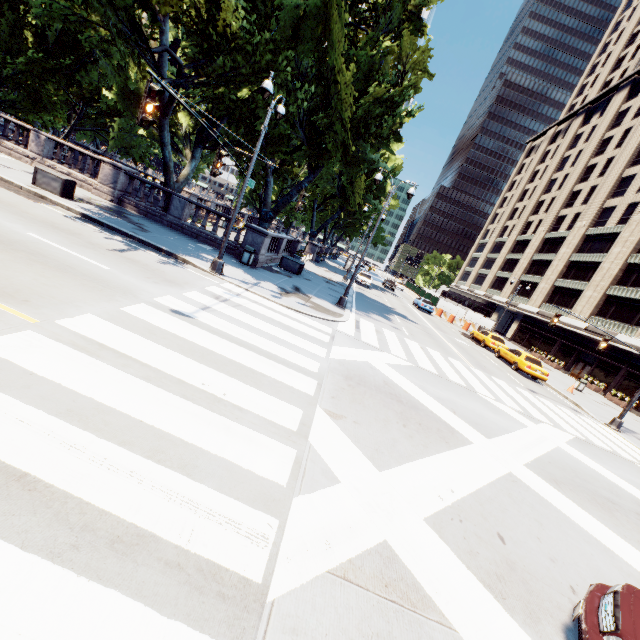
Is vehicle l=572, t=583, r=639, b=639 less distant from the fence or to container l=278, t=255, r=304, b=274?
container l=278, t=255, r=304, b=274

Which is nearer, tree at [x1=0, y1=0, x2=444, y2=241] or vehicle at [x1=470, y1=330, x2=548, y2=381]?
tree at [x1=0, y1=0, x2=444, y2=241]

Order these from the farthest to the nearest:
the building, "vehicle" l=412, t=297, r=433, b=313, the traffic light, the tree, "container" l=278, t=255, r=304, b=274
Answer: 1. "vehicle" l=412, t=297, r=433, b=313
2. the building
3. "container" l=278, t=255, r=304, b=274
4. the tree
5. the traffic light

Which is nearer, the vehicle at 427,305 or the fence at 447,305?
the vehicle at 427,305

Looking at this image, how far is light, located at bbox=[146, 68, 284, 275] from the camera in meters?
7.4 m

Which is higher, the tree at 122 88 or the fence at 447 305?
the tree at 122 88

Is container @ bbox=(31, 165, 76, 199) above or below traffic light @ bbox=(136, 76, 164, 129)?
below

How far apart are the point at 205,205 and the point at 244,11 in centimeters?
909cm
